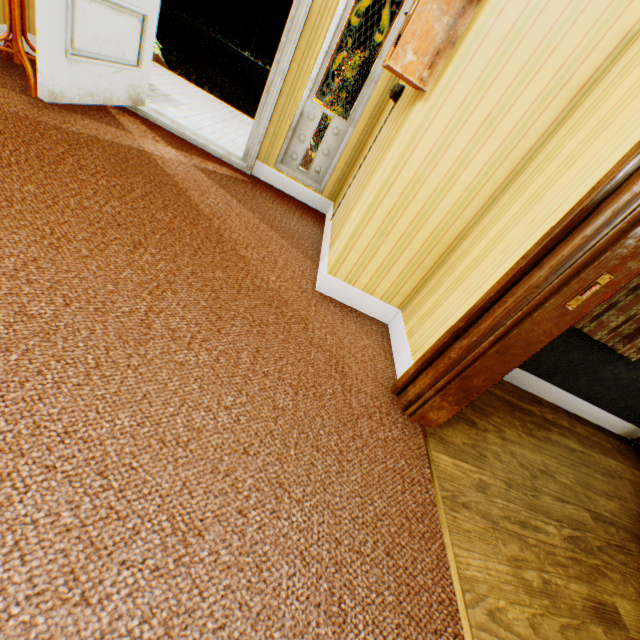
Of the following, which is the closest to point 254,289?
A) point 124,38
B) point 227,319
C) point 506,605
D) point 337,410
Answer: point 227,319

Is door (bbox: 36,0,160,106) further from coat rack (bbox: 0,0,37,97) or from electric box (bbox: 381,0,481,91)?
electric box (bbox: 381,0,481,91)

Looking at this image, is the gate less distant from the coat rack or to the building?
the building

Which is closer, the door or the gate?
the door

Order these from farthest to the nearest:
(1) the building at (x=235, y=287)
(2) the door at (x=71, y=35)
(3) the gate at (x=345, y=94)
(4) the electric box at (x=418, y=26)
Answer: (3) the gate at (x=345, y=94), (2) the door at (x=71, y=35), (4) the electric box at (x=418, y=26), (1) the building at (x=235, y=287)

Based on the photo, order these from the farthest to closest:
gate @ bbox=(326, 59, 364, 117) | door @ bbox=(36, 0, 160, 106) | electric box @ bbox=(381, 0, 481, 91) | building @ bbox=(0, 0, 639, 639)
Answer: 1. gate @ bbox=(326, 59, 364, 117)
2. door @ bbox=(36, 0, 160, 106)
3. electric box @ bbox=(381, 0, 481, 91)
4. building @ bbox=(0, 0, 639, 639)

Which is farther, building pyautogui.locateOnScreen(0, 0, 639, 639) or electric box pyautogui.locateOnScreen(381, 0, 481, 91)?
electric box pyautogui.locateOnScreen(381, 0, 481, 91)

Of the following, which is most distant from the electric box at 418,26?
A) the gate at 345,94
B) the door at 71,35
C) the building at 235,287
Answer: the gate at 345,94
